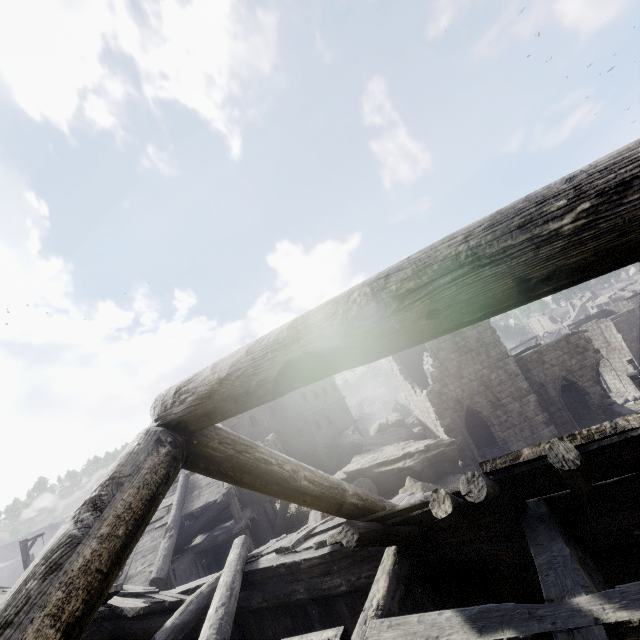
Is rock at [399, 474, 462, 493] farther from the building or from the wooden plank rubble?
the wooden plank rubble

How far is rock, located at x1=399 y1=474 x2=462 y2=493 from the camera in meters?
15.5 m

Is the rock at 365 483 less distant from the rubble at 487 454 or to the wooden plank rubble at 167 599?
the rubble at 487 454

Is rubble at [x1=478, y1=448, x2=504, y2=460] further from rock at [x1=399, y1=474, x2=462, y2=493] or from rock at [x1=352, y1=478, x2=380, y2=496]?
rock at [x1=352, y1=478, x2=380, y2=496]

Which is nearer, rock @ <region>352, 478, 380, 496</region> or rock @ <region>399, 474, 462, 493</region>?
rock @ <region>399, 474, 462, 493</region>

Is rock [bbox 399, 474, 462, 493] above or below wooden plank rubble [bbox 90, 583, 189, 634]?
below

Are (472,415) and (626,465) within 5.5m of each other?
no

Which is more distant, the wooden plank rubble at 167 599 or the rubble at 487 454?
the rubble at 487 454
